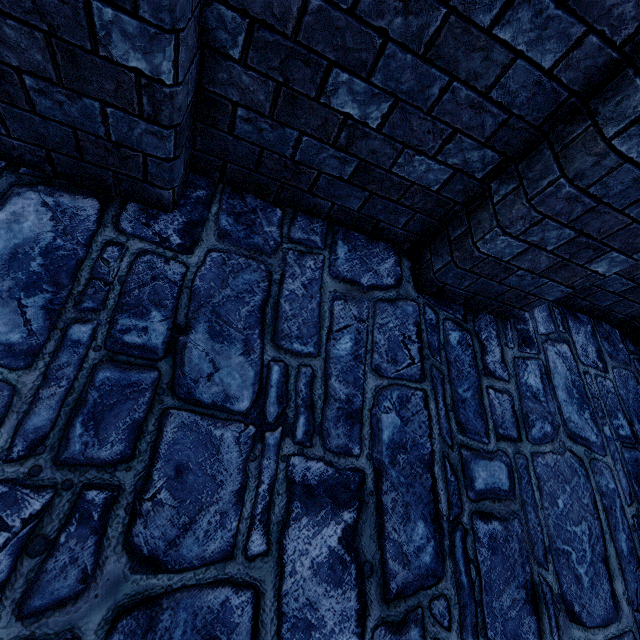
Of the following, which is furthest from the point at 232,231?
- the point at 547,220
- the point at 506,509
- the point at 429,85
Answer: the point at 506,509
